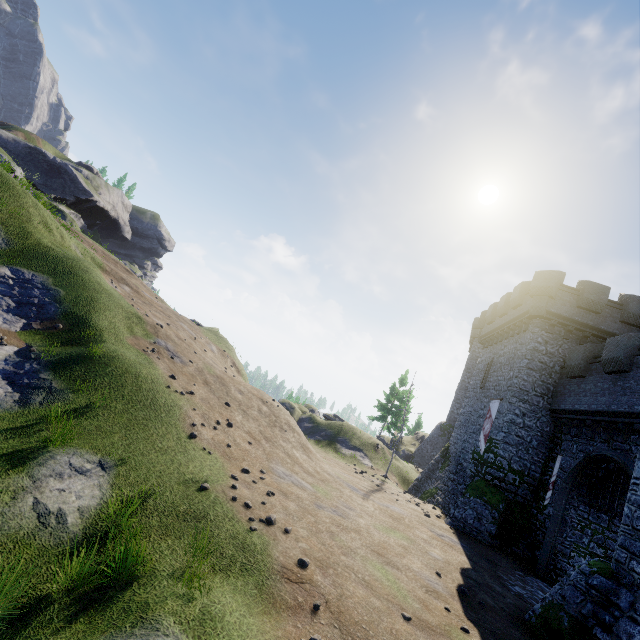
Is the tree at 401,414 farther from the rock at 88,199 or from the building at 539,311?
the rock at 88,199

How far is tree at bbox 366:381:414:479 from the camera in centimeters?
2612cm

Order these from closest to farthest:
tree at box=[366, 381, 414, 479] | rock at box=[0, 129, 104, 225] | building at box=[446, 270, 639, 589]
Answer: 1. building at box=[446, 270, 639, 589]
2. tree at box=[366, 381, 414, 479]
3. rock at box=[0, 129, 104, 225]

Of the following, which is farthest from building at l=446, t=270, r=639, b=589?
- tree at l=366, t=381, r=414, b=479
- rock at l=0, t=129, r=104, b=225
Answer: rock at l=0, t=129, r=104, b=225

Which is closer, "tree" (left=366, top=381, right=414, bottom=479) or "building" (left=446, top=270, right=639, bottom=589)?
"building" (left=446, top=270, right=639, bottom=589)

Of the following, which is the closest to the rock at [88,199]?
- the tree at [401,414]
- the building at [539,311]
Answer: the tree at [401,414]

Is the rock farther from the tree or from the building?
the building

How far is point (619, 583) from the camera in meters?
8.9 m
